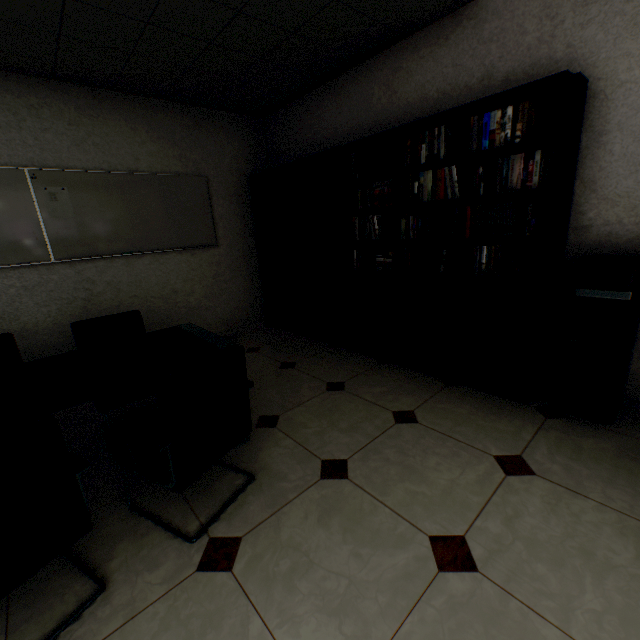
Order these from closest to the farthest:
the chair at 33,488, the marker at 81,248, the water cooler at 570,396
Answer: the chair at 33,488 < the water cooler at 570,396 < the marker at 81,248

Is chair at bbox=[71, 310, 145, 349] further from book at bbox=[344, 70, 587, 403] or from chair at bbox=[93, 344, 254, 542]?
book at bbox=[344, 70, 587, 403]

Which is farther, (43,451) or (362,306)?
(362,306)

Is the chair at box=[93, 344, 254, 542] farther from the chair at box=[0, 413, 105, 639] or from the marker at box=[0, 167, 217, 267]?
the marker at box=[0, 167, 217, 267]

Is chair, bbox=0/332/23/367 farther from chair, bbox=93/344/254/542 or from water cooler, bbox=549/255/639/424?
water cooler, bbox=549/255/639/424

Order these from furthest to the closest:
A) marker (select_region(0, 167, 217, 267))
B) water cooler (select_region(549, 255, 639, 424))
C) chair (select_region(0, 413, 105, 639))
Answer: marker (select_region(0, 167, 217, 267)) → water cooler (select_region(549, 255, 639, 424)) → chair (select_region(0, 413, 105, 639))

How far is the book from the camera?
2.15m

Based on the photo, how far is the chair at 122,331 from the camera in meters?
2.5 m
